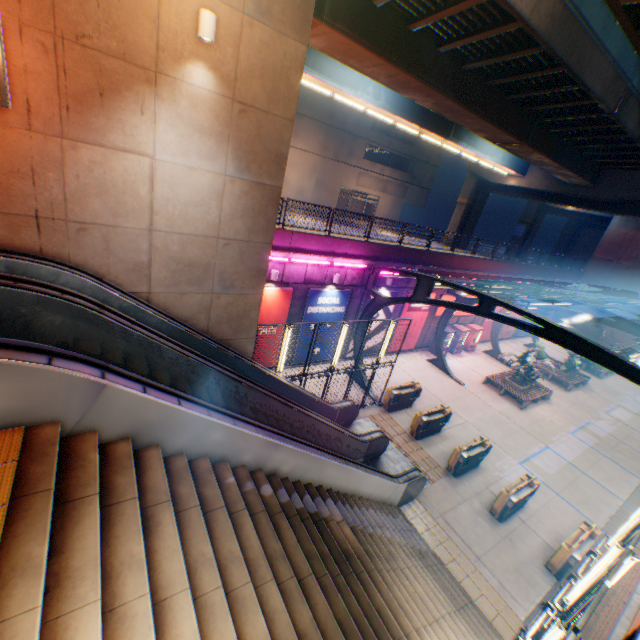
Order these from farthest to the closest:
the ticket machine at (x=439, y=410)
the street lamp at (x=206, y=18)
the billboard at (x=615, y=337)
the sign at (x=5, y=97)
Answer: the billboard at (x=615, y=337), the ticket machine at (x=439, y=410), the street lamp at (x=206, y=18), the sign at (x=5, y=97)

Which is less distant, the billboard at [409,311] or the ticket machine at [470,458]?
the ticket machine at [470,458]

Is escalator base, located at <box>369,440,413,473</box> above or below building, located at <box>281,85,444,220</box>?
below

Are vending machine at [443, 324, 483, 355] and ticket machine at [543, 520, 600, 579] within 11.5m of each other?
no

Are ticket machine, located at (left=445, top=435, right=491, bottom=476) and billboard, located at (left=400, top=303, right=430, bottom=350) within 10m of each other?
yes

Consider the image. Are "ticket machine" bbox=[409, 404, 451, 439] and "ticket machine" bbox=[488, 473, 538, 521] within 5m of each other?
yes

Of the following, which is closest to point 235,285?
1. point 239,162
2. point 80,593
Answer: point 239,162

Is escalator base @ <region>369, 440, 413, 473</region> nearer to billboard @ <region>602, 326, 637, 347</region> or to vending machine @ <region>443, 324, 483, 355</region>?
vending machine @ <region>443, 324, 483, 355</region>
